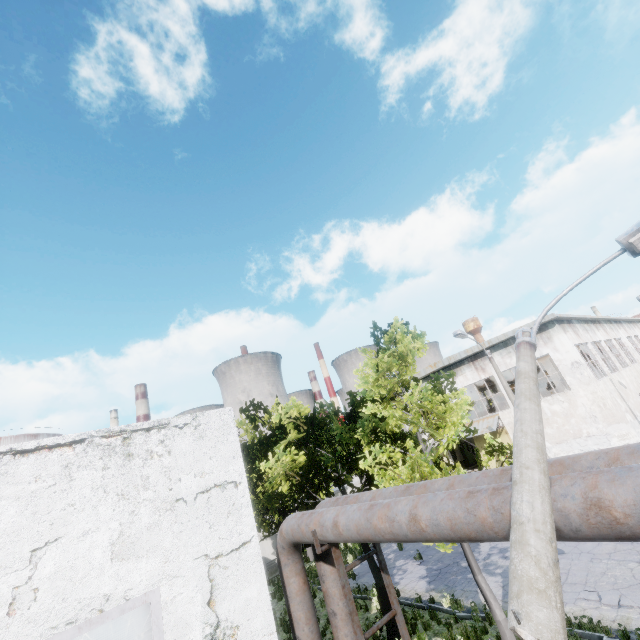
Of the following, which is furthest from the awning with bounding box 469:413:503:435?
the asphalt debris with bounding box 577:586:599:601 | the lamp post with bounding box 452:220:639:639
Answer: the lamp post with bounding box 452:220:639:639

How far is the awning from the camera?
23.31m

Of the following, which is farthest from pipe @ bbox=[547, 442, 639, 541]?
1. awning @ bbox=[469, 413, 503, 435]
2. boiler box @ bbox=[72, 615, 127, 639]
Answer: awning @ bbox=[469, 413, 503, 435]

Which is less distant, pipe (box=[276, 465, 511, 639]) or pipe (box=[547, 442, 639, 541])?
pipe (box=[547, 442, 639, 541])

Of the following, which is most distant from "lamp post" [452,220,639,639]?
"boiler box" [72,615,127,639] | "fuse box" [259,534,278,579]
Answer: "fuse box" [259,534,278,579]

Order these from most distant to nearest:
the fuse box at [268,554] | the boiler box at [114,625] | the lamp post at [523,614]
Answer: the fuse box at [268,554], the boiler box at [114,625], the lamp post at [523,614]

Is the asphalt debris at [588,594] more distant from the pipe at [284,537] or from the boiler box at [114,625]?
the boiler box at [114,625]

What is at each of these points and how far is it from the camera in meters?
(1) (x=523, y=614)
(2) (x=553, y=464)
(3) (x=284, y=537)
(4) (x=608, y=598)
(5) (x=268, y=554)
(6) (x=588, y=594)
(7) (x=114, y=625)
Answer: (1) lamp post, 2.4 m
(2) pipe, 4.1 m
(3) pipe, 7.0 m
(4) asphalt debris, 9.6 m
(5) fuse box, 22.7 m
(6) asphalt debris, 10.1 m
(7) boiler box, 12.0 m
